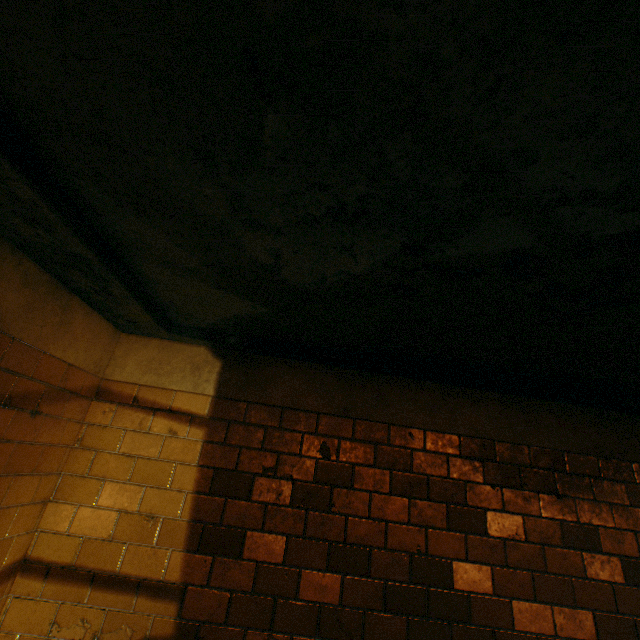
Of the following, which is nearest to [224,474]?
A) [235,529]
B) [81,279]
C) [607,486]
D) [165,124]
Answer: [235,529]
